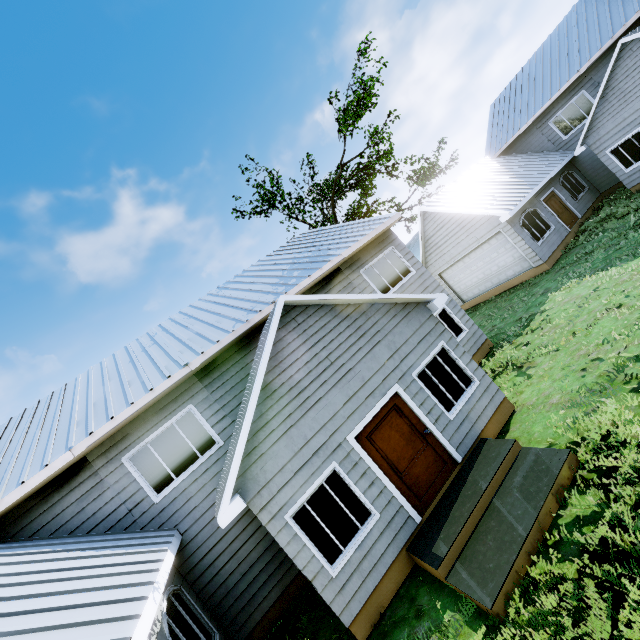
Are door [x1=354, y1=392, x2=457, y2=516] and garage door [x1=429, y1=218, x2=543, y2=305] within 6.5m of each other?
no

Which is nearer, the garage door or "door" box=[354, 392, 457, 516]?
"door" box=[354, 392, 457, 516]

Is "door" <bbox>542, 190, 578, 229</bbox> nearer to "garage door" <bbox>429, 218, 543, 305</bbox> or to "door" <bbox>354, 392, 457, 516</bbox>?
"garage door" <bbox>429, 218, 543, 305</bbox>

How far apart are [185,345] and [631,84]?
20.6 meters

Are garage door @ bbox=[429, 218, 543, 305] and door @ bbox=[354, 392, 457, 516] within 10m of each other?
no

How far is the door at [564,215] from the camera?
16.84m

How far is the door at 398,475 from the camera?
6.70m
